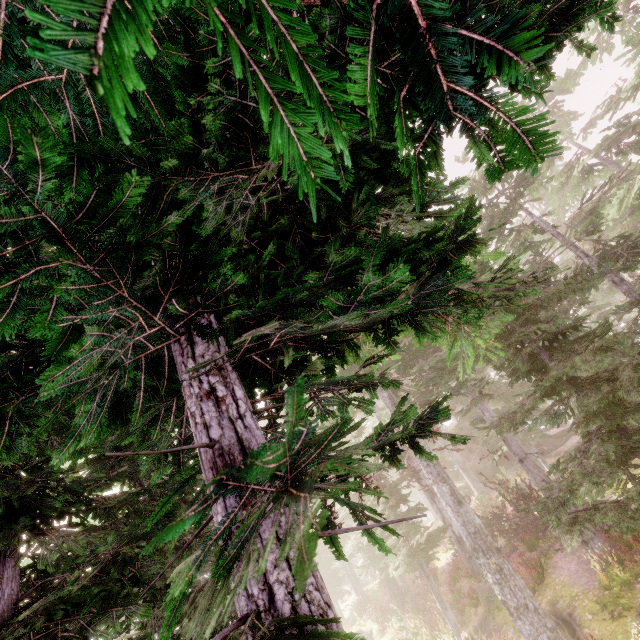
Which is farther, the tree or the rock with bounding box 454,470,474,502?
the rock with bounding box 454,470,474,502

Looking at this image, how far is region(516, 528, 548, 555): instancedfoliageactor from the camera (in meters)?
15.60

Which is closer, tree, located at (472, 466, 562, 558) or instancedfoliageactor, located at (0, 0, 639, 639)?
instancedfoliageactor, located at (0, 0, 639, 639)

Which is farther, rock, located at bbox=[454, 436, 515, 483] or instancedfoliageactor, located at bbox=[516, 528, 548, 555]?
rock, located at bbox=[454, 436, 515, 483]

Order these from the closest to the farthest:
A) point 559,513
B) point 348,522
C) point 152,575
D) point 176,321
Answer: point 176,321
point 152,575
point 559,513
point 348,522

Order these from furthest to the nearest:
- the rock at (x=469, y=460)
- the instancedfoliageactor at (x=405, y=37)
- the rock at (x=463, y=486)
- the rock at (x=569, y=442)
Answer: the rock at (x=469, y=460) → the rock at (x=569, y=442) → the rock at (x=463, y=486) → the instancedfoliageactor at (x=405, y=37)

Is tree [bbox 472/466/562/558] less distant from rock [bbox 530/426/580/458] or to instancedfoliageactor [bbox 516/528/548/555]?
instancedfoliageactor [bbox 516/528/548/555]

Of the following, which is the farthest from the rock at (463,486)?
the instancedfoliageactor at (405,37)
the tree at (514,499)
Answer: the tree at (514,499)
